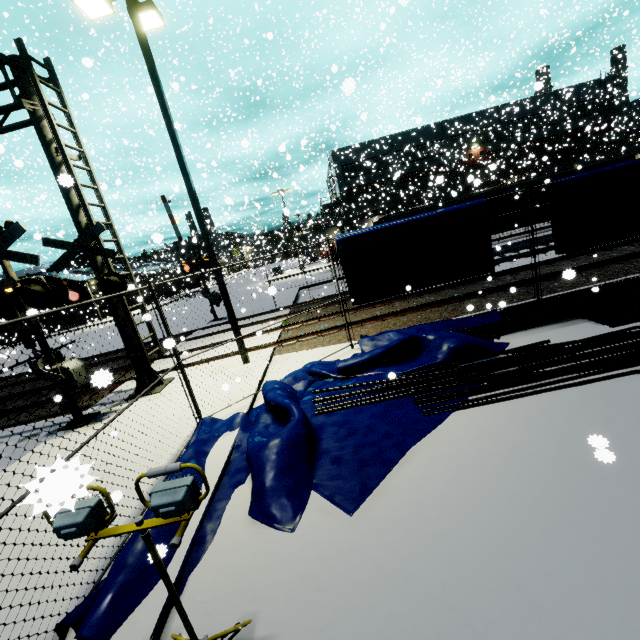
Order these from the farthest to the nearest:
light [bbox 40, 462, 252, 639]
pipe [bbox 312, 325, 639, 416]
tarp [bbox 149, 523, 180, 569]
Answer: pipe [bbox 312, 325, 639, 416]
tarp [bbox 149, 523, 180, 569]
light [bbox 40, 462, 252, 639]

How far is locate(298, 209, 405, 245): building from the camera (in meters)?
39.98

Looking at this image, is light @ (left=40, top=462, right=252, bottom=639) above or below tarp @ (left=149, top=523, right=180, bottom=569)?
above

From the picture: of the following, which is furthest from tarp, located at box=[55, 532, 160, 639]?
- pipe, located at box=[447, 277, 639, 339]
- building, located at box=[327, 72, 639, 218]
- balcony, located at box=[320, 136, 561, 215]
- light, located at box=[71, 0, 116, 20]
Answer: balcony, located at box=[320, 136, 561, 215]

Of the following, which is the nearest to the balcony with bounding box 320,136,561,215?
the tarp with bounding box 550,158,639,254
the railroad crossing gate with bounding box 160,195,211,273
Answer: the tarp with bounding box 550,158,639,254

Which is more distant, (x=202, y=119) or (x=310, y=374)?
(x=202, y=119)

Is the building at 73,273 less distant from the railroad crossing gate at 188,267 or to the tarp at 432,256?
the tarp at 432,256

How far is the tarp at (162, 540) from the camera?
2.9m
